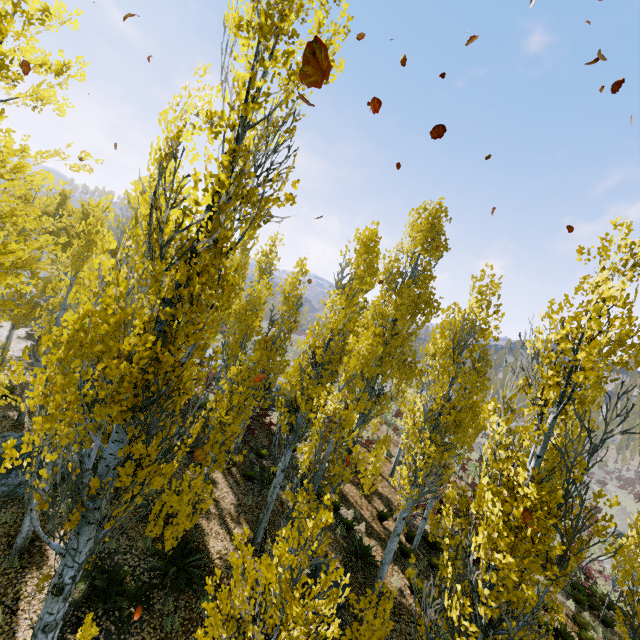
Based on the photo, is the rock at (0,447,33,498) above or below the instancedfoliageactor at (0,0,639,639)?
below

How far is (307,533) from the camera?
4.2 meters

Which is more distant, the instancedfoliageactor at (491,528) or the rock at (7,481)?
the rock at (7,481)

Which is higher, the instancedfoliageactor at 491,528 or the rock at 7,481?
the instancedfoliageactor at 491,528

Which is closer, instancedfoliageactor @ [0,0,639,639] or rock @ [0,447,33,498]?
instancedfoliageactor @ [0,0,639,639]
